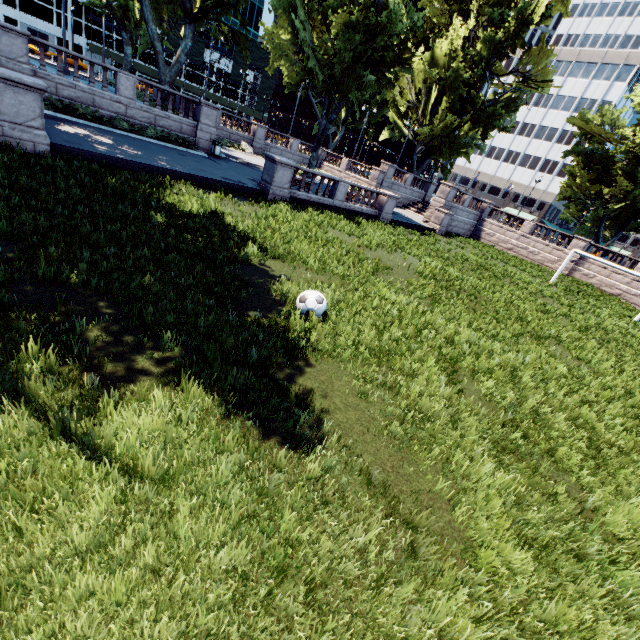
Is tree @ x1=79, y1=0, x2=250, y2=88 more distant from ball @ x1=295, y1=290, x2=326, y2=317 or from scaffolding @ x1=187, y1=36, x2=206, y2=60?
scaffolding @ x1=187, y1=36, x2=206, y2=60

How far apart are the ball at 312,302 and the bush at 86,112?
19.0 meters

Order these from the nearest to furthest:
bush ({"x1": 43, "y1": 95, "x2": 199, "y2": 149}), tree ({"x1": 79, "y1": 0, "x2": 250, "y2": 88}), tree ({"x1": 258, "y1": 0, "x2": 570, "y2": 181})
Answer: bush ({"x1": 43, "y1": 95, "x2": 199, "y2": 149}) → tree ({"x1": 79, "y1": 0, "x2": 250, "y2": 88}) → tree ({"x1": 258, "y1": 0, "x2": 570, "y2": 181})

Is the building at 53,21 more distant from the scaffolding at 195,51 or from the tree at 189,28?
the tree at 189,28

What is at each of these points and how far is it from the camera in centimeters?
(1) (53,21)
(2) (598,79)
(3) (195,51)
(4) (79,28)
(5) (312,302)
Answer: (1) building, 5038cm
(2) building, 5962cm
(3) scaffolding, 5978cm
(4) building, 5238cm
(5) ball, 688cm

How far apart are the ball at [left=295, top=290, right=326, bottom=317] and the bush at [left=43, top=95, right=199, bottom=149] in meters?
19.0 m

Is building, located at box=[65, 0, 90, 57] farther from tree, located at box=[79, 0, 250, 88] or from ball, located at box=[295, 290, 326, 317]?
ball, located at box=[295, 290, 326, 317]

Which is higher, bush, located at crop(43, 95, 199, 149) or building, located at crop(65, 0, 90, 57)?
building, located at crop(65, 0, 90, 57)
